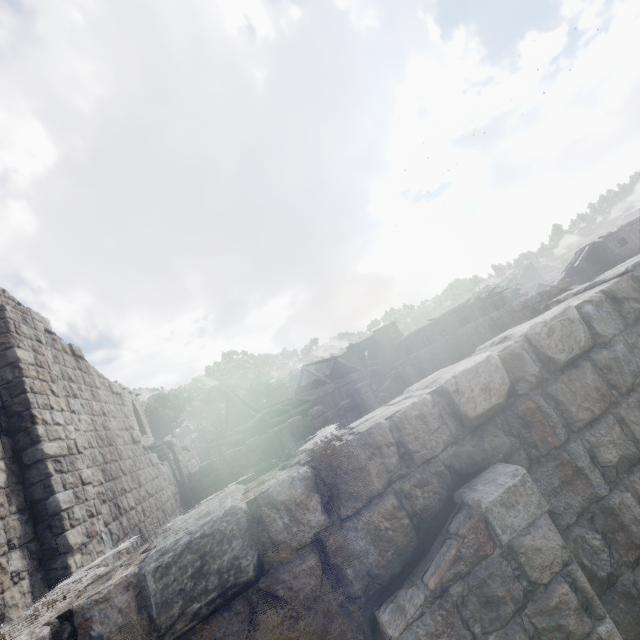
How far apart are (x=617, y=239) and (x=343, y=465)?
48.07m
